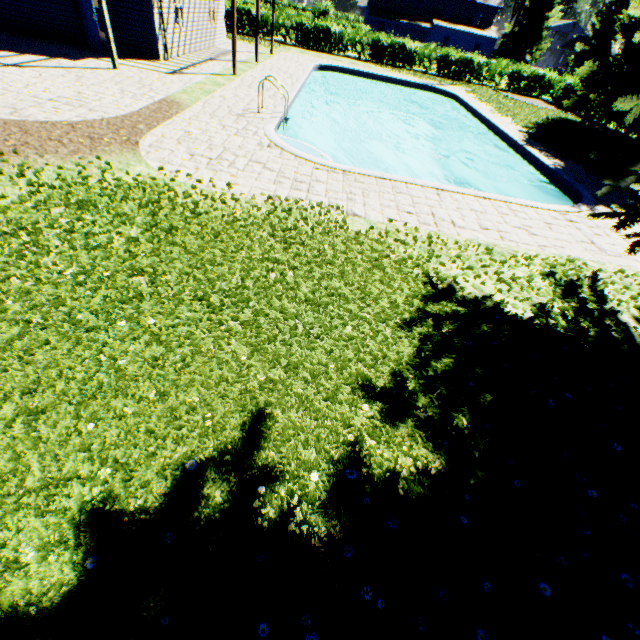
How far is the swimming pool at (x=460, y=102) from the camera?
8.74m

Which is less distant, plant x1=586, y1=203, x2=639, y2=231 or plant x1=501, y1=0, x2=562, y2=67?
plant x1=586, y1=203, x2=639, y2=231

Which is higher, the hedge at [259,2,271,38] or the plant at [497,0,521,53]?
the plant at [497,0,521,53]

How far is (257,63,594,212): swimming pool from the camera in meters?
8.7

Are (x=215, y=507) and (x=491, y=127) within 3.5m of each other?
no

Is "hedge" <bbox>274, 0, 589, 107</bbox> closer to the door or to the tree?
the tree

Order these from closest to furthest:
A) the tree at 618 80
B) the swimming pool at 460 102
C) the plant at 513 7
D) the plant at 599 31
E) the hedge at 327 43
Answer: the swimming pool at 460 102 < the tree at 618 80 < the hedge at 327 43 < the plant at 513 7 < the plant at 599 31

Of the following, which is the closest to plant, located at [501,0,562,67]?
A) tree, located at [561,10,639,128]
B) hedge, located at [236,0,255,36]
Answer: tree, located at [561,10,639,128]
